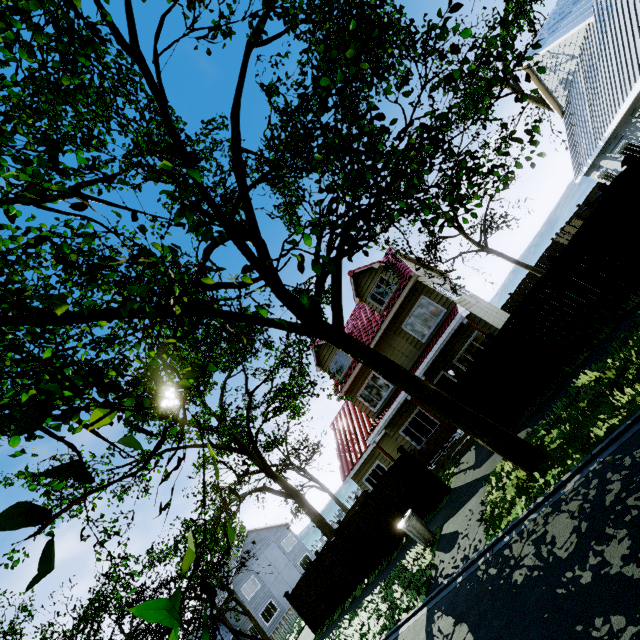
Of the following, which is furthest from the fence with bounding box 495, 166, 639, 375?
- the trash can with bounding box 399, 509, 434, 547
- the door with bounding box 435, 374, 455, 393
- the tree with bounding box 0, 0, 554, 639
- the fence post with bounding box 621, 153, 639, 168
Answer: the door with bounding box 435, 374, 455, 393

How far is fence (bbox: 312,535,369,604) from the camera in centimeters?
1413cm

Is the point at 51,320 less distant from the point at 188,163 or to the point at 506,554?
the point at 188,163

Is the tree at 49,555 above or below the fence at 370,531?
above

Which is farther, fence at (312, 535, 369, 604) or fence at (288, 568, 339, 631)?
fence at (288, 568, 339, 631)

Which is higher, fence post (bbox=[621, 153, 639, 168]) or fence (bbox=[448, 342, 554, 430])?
fence post (bbox=[621, 153, 639, 168])

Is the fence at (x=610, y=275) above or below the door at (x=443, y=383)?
below

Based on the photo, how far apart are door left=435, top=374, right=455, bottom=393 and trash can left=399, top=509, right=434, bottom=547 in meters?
6.9
